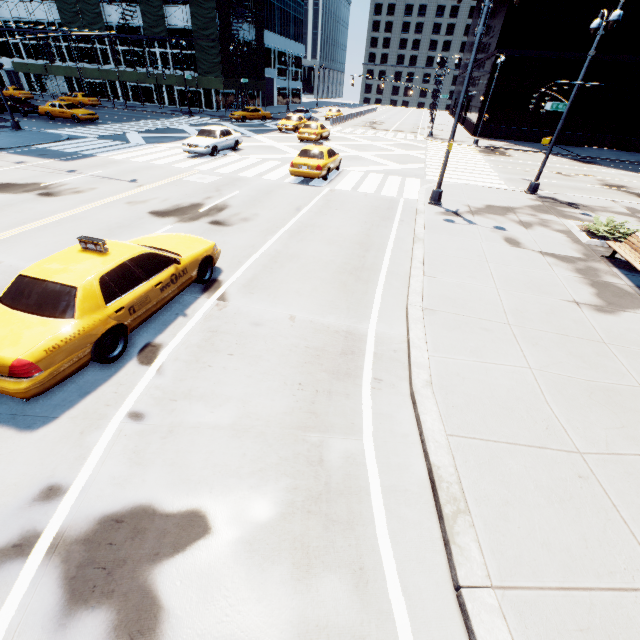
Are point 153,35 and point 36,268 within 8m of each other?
no

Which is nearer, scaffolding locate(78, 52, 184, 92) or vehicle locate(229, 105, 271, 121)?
vehicle locate(229, 105, 271, 121)

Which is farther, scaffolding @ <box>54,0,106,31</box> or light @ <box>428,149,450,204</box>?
scaffolding @ <box>54,0,106,31</box>

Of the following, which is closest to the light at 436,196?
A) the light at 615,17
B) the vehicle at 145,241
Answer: the light at 615,17

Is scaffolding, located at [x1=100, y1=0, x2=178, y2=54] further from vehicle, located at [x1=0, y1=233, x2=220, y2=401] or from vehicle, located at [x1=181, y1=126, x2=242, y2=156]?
vehicle, located at [x1=0, y1=233, x2=220, y2=401]

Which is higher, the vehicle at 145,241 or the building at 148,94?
the building at 148,94

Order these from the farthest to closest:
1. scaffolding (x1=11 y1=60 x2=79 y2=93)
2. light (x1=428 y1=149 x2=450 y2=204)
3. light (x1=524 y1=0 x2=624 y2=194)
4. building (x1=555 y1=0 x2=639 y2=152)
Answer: scaffolding (x1=11 y1=60 x2=79 y2=93) < building (x1=555 y1=0 x2=639 y2=152) < light (x1=428 y1=149 x2=450 y2=204) < light (x1=524 y1=0 x2=624 y2=194)

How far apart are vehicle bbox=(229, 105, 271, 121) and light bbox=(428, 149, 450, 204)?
32.85m
